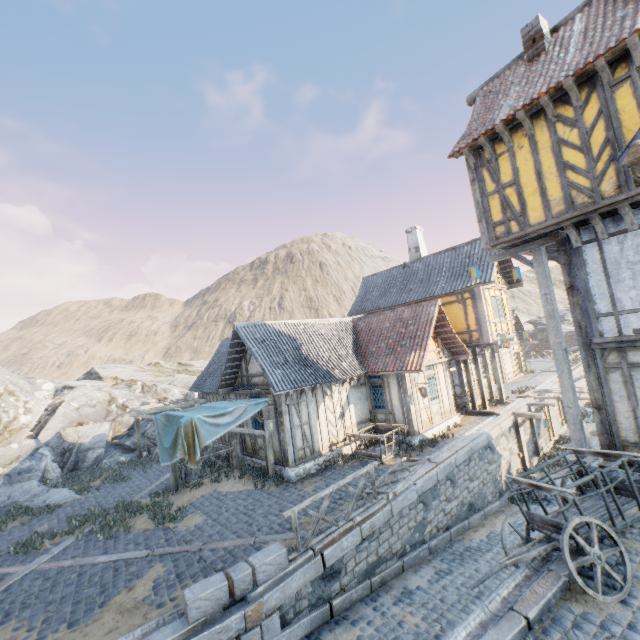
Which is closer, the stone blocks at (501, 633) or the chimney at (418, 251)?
the stone blocks at (501, 633)

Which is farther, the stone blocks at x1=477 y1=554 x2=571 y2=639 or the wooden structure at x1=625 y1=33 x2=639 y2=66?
the wooden structure at x1=625 y1=33 x2=639 y2=66

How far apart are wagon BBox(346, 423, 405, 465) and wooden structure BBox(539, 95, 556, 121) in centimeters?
1096cm

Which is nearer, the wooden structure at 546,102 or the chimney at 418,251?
the wooden structure at 546,102

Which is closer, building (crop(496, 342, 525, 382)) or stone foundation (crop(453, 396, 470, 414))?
stone foundation (crop(453, 396, 470, 414))

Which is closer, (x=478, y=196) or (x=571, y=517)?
(x=571, y=517)

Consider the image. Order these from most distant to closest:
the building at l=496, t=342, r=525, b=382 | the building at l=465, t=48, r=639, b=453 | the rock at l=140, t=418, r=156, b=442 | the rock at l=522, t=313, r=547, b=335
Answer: the rock at l=522, t=313, r=547, b=335
the building at l=496, t=342, r=525, b=382
the rock at l=140, t=418, r=156, b=442
the building at l=465, t=48, r=639, b=453

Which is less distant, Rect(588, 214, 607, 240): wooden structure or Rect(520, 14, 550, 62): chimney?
Rect(588, 214, 607, 240): wooden structure
